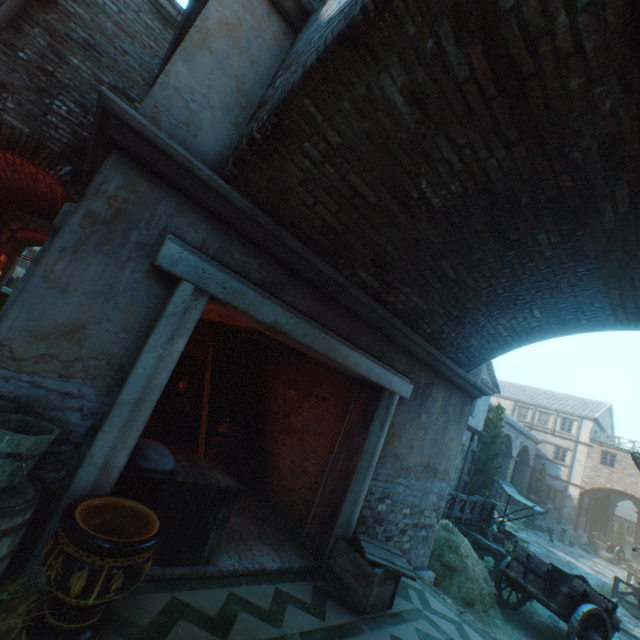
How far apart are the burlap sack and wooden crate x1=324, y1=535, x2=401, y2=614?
2.80m

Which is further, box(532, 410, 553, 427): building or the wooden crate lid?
box(532, 410, 553, 427): building

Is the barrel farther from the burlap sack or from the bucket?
the burlap sack

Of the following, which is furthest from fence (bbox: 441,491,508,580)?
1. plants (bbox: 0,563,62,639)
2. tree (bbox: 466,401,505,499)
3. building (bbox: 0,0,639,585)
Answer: plants (bbox: 0,563,62,639)

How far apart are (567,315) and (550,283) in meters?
1.1

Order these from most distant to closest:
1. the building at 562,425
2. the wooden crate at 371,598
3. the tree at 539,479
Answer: the building at 562,425 → the tree at 539,479 → the wooden crate at 371,598

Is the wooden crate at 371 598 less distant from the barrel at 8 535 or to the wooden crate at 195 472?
the wooden crate at 195 472

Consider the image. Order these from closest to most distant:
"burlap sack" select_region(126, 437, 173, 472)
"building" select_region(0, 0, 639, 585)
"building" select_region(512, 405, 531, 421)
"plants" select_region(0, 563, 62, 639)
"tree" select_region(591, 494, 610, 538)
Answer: "plants" select_region(0, 563, 62, 639) → "building" select_region(0, 0, 639, 585) → "burlap sack" select_region(126, 437, 173, 472) → "tree" select_region(591, 494, 610, 538) → "building" select_region(512, 405, 531, 421)
